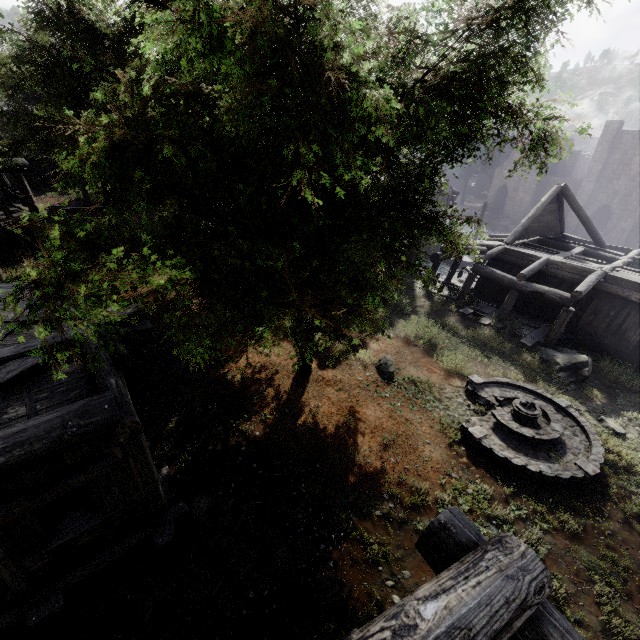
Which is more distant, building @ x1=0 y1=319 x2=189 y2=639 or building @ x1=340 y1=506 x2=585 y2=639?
building @ x1=0 y1=319 x2=189 y2=639

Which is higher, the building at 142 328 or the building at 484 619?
the building at 484 619

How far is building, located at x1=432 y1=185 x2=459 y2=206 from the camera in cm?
2679

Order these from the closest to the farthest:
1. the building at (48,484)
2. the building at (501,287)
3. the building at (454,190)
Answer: the building at (48,484), the building at (501,287), the building at (454,190)

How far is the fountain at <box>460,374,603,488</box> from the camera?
8.5m

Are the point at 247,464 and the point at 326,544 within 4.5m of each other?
yes

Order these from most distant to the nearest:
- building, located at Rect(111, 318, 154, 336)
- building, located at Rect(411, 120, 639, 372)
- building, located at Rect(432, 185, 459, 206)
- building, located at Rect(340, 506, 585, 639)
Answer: building, located at Rect(432, 185, 459, 206)
building, located at Rect(411, 120, 639, 372)
building, located at Rect(111, 318, 154, 336)
building, located at Rect(340, 506, 585, 639)
